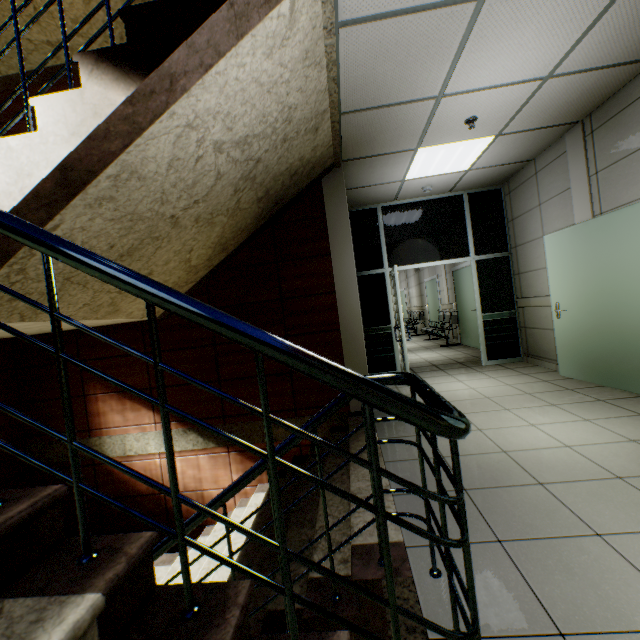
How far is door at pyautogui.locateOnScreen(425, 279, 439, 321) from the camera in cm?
1094

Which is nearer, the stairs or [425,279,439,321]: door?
the stairs

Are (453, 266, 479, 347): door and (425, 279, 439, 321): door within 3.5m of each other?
yes

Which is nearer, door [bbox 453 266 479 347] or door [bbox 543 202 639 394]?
door [bbox 543 202 639 394]

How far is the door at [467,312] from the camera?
7.9m

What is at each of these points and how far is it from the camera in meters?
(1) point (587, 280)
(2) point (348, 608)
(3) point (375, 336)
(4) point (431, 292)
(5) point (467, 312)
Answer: (1) door, 4.0 m
(2) stairs, 1.6 m
(3) doorway, 6.2 m
(4) door, 11.6 m
(5) door, 8.4 m

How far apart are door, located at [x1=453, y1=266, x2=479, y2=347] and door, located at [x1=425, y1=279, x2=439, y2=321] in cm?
167

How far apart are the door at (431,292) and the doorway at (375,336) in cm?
484
